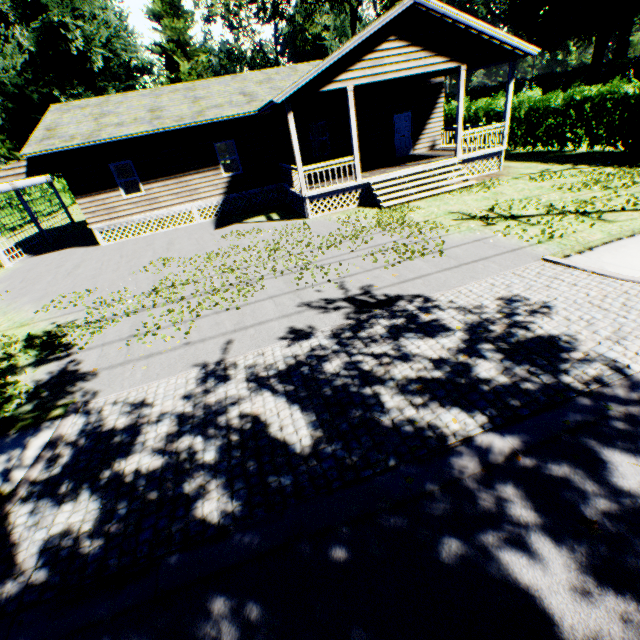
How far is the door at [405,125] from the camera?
18.11m

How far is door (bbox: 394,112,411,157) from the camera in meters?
18.1

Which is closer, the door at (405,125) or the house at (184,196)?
the house at (184,196)

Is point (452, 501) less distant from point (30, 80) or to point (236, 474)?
point (236, 474)

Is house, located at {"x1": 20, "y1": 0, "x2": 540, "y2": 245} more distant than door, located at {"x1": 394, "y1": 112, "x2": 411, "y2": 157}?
No
